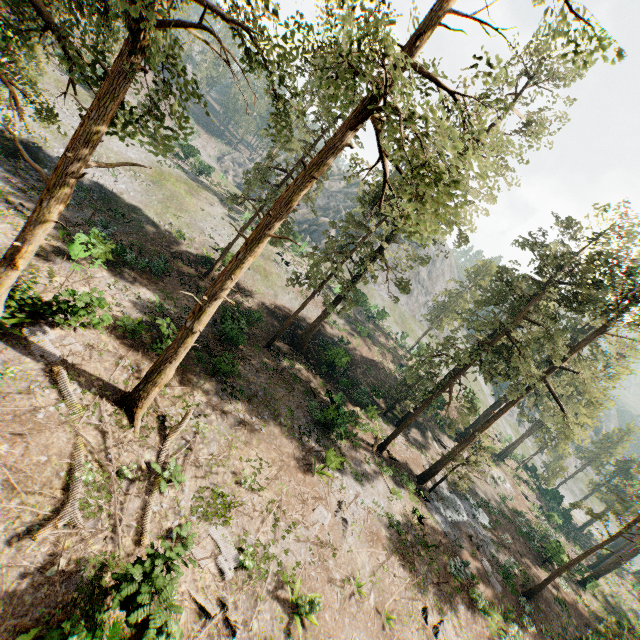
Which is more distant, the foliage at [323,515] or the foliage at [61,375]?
the foliage at [323,515]

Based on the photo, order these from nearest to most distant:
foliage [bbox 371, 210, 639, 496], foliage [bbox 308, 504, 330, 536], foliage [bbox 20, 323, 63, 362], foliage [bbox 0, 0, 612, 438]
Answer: Answer: foliage [bbox 0, 0, 612, 438] < foliage [bbox 20, 323, 63, 362] < foliage [bbox 308, 504, 330, 536] < foliage [bbox 371, 210, 639, 496]

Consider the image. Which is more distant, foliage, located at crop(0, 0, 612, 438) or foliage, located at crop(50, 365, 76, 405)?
foliage, located at crop(50, 365, 76, 405)

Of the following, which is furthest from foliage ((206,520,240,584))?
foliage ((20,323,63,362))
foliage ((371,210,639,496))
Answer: foliage ((20,323,63,362))

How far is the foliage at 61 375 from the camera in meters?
12.8 m

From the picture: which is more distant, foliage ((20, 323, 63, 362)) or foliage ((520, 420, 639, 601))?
foliage ((520, 420, 639, 601))

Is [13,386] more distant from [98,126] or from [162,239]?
[162,239]
